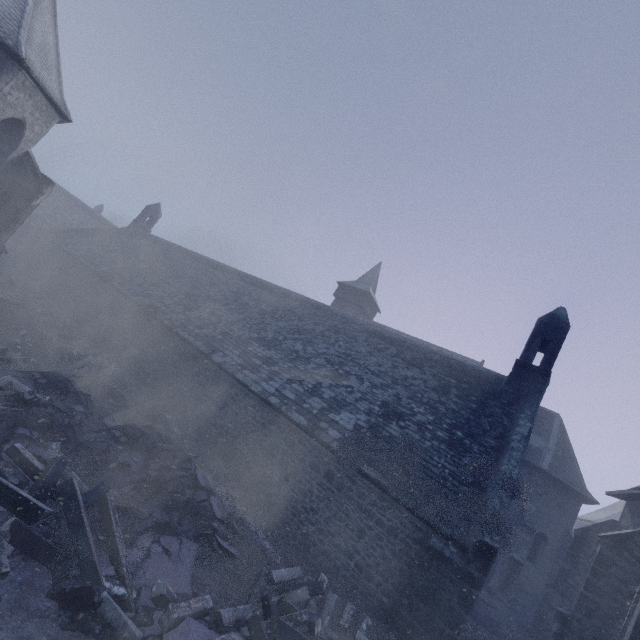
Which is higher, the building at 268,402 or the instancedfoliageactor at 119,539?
the building at 268,402

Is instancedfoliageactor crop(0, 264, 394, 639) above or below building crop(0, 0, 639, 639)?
below

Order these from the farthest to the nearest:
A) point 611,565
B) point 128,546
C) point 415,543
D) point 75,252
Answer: point 75,252
point 611,565
point 415,543
point 128,546

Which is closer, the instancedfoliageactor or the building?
the instancedfoliageactor

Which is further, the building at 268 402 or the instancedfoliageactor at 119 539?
the building at 268 402
